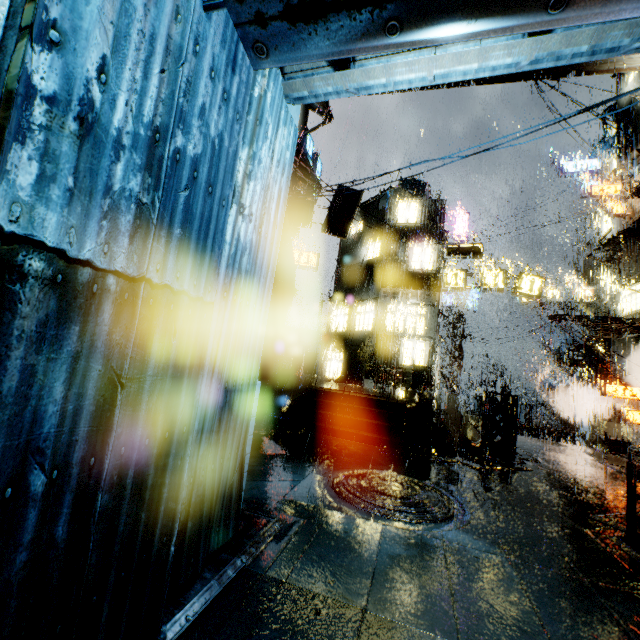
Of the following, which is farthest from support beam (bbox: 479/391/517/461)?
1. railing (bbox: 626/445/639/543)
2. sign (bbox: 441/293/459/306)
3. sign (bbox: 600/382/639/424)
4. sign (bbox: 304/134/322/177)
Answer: sign (bbox: 441/293/459/306)

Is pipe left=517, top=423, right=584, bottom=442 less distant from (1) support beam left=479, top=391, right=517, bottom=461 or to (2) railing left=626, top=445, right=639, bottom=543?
(2) railing left=626, top=445, right=639, bottom=543

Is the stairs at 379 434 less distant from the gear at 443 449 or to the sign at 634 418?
the gear at 443 449

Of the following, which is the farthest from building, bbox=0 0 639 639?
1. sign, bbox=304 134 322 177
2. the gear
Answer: sign, bbox=304 134 322 177

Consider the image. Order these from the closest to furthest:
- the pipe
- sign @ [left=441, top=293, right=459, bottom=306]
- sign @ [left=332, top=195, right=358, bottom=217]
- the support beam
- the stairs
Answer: the stairs, the support beam, sign @ [left=332, top=195, right=358, bottom=217], the pipe, sign @ [left=441, top=293, right=459, bottom=306]

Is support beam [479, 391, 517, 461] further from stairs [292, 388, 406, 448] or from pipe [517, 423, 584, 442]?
pipe [517, 423, 584, 442]

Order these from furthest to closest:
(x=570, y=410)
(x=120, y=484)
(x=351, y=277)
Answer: (x=570, y=410) < (x=351, y=277) < (x=120, y=484)

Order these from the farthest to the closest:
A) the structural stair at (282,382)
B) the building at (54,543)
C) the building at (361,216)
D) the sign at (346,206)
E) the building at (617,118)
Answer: the building at (361,216) → the sign at (346,206) → the building at (617,118) → the structural stair at (282,382) → the building at (54,543)
